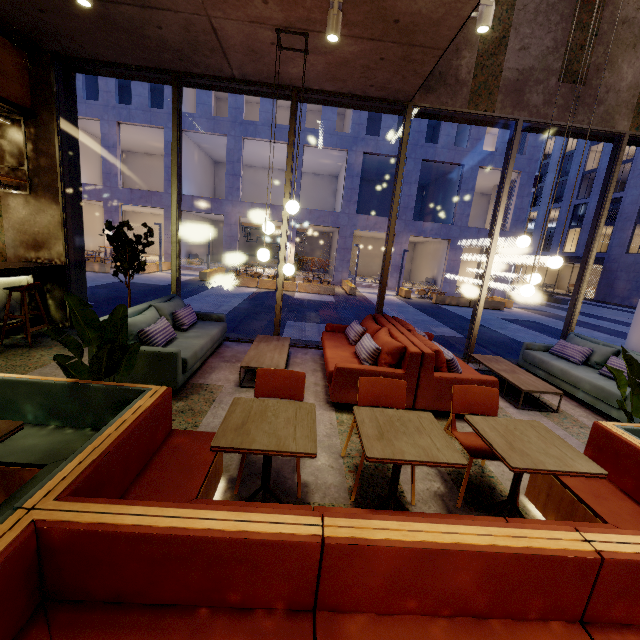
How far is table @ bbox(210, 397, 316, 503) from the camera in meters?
1.9

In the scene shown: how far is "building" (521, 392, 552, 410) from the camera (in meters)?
4.75

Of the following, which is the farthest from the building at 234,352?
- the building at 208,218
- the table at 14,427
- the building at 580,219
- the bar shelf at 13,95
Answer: the building at 580,219

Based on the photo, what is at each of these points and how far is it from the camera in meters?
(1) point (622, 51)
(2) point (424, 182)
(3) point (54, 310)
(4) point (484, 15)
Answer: (1) building, 5.5 m
(2) building, 27.9 m
(3) building, 6.1 m
(4) lamp, 3.5 m

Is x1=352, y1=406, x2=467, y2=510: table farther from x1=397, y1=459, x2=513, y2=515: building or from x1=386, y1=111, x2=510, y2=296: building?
x1=386, y1=111, x2=510, y2=296: building

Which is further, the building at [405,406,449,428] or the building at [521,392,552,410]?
the building at [521,392,552,410]

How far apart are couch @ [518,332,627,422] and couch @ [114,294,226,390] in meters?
5.8 m

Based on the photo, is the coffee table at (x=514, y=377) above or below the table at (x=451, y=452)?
below
